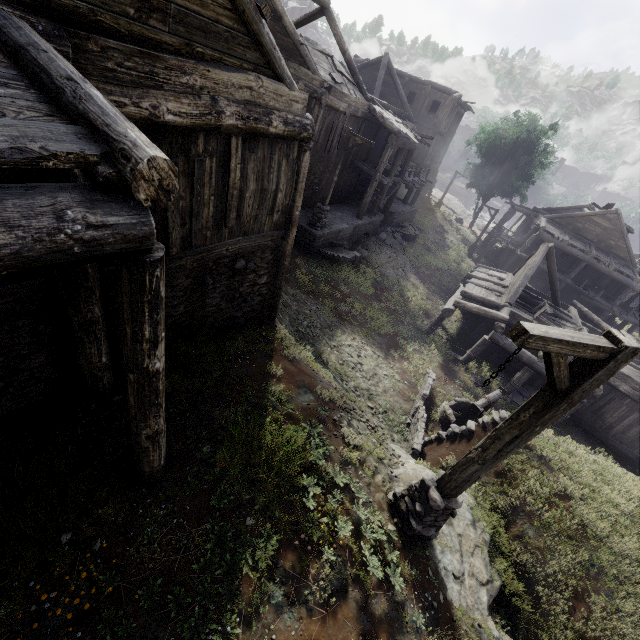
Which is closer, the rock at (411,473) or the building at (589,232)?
the rock at (411,473)

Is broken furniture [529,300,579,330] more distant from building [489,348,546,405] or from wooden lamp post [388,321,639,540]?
wooden lamp post [388,321,639,540]

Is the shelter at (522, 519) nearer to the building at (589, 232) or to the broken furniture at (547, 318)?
the building at (589, 232)

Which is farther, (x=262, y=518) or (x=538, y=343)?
(x=262, y=518)

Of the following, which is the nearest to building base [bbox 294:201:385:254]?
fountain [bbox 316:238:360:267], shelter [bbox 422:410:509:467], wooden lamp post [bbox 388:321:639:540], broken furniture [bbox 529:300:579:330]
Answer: fountain [bbox 316:238:360:267]

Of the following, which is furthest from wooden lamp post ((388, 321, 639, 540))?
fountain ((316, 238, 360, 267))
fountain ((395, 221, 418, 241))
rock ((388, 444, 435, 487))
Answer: fountain ((395, 221, 418, 241))

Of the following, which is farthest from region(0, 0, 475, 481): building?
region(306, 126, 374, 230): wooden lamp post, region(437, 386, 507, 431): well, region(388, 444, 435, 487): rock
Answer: region(388, 444, 435, 487): rock

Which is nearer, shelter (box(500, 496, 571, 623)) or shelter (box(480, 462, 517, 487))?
shelter (box(500, 496, 571, 623))
